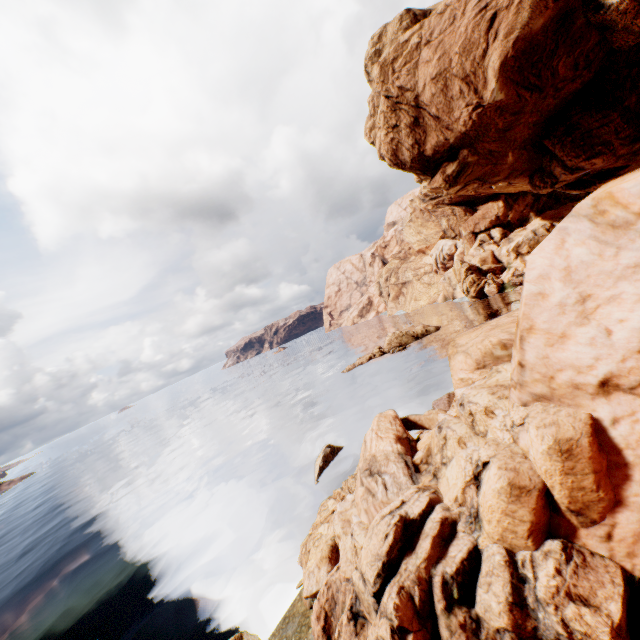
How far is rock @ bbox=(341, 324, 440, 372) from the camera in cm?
5106

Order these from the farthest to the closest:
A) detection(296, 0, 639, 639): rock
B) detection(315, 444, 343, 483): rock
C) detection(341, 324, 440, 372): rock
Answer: detection(341, 324, 440, 372): rock, detection(315, 444, 343, 483): rock, detection(296, 0, 639, 639): rock

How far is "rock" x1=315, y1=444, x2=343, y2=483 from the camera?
23.9 meters

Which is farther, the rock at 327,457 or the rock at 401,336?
the rock at 401,336

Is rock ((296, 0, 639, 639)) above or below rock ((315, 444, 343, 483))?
above

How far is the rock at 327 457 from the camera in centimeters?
2385cm

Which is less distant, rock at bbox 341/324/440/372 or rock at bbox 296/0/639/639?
rock at bbox 296/0/639/639

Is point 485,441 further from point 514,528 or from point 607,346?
point 607,346
